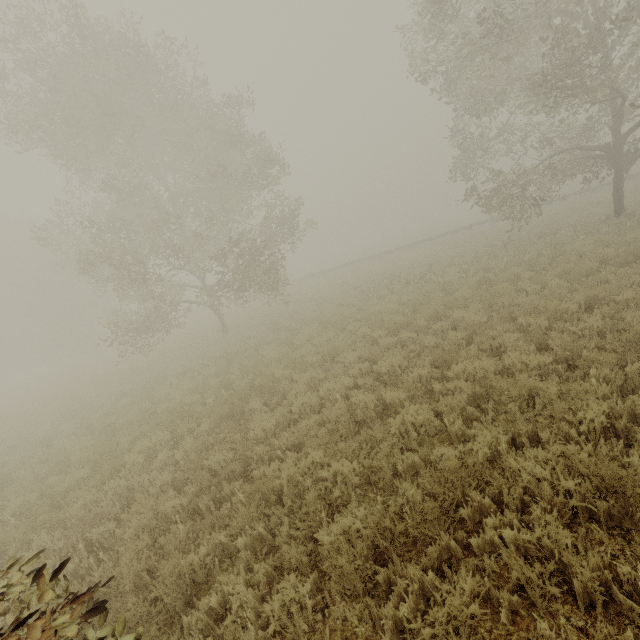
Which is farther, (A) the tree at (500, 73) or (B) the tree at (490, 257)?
(B) the tree at (490, 257)

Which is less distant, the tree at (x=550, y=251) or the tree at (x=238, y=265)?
the tree at (x=550, y=251)

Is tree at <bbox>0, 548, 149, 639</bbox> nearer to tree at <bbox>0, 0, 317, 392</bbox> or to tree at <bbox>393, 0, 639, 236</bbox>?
tree at <bbox>0, 0, 317, 392</bbox>

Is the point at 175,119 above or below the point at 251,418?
above

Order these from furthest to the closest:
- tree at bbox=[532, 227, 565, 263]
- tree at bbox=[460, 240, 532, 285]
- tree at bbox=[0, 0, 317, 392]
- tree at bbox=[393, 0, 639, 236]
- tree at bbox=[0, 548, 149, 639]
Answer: tree at bbox=[0, 0, 317, 392] → tree at bbox=[460, 240, 532, 285] → tree at bbox=[532, 227, 565, 263] → tree at bbox=[393, 0, 639, 236] → tree at bbox=[0, 548, 149, 639]

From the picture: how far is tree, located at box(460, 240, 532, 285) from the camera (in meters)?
13.41
